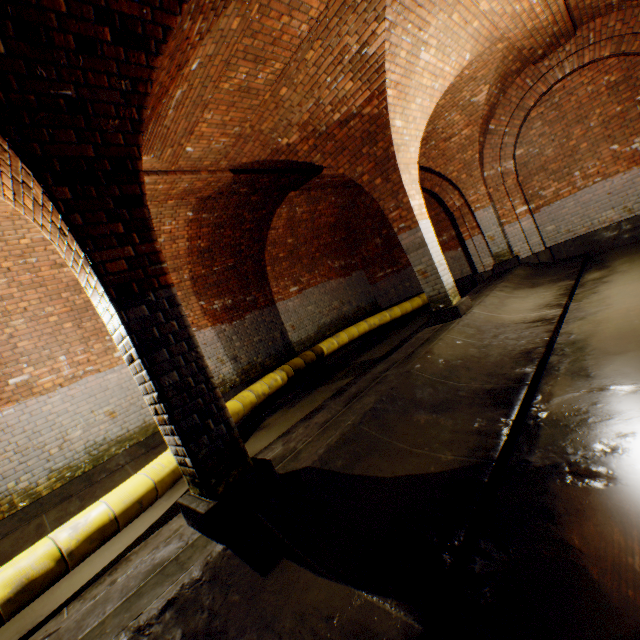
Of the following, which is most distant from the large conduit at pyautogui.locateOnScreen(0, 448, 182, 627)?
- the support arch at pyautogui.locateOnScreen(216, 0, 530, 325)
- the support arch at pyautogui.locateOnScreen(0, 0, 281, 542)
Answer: the support arch at pyautogui.locateOnScreen(216, 0, 530, 325)

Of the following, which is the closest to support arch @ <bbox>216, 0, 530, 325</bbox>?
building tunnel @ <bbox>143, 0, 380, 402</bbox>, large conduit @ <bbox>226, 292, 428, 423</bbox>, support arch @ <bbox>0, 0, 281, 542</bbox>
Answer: building tunnel @ <bbox>143, 0, 380, 402</bbox>

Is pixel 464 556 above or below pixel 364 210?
below

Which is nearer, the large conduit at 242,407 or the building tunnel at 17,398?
the building tunnel at 17,398

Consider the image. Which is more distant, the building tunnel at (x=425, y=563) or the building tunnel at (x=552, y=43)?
the building tunnel at (x=552, y=43)

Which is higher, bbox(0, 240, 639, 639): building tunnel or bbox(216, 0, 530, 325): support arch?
bbox(216, 0, 530, 325): support arch

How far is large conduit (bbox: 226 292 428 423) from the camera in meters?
6.3

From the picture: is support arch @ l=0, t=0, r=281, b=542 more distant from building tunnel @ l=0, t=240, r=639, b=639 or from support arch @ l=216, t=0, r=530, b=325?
support arch @ l=216, t=0, r=530, b=325
